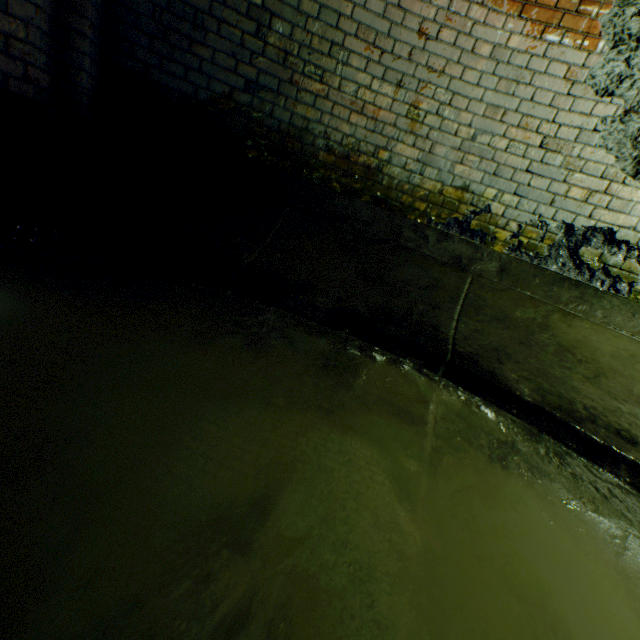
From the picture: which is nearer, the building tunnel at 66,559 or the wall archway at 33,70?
the building tunnel at 66,559

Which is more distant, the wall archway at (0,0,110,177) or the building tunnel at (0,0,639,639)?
the wall archway at (0,0,110,177)

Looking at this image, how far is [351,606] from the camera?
0.6 meters
